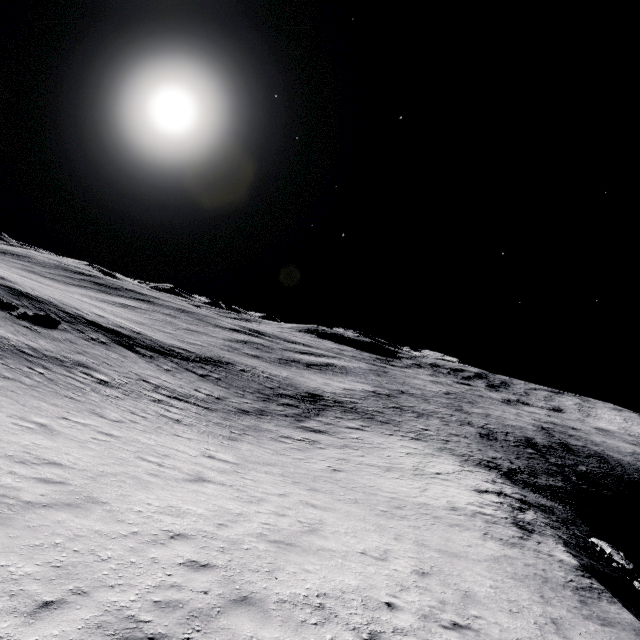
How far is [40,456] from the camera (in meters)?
8.19
